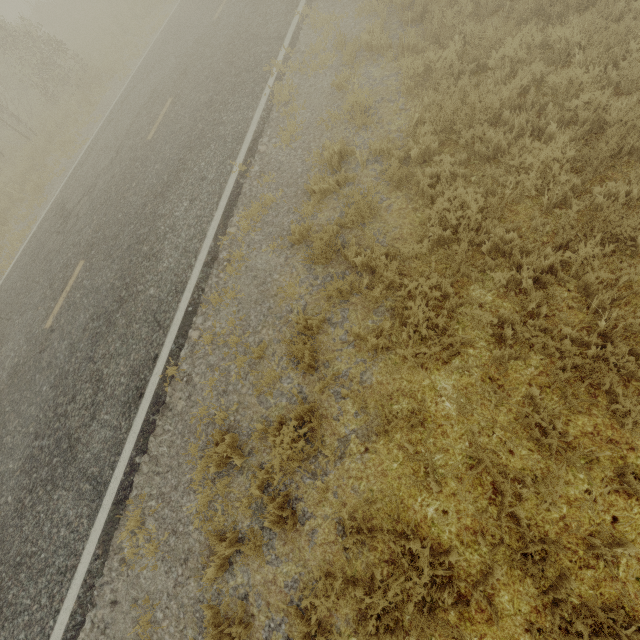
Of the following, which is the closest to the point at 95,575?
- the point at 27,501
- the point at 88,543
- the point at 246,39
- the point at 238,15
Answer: the point at 88,543
